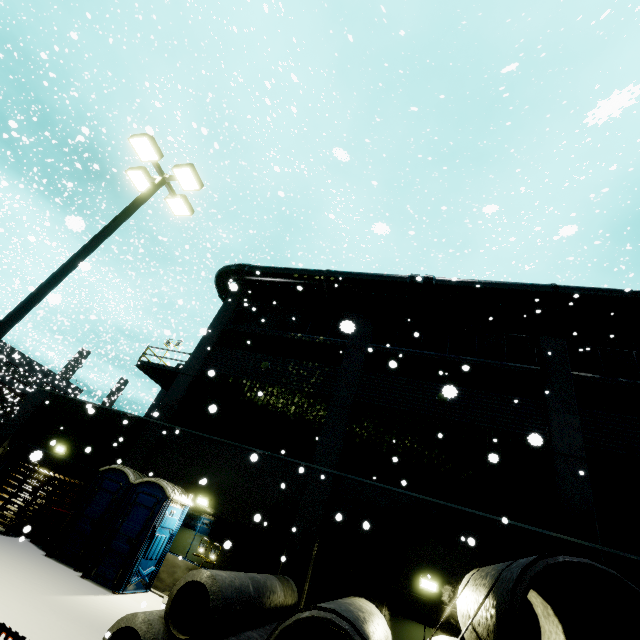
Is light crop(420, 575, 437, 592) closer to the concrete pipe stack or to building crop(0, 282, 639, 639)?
building crop(0, 282, 639, 639)

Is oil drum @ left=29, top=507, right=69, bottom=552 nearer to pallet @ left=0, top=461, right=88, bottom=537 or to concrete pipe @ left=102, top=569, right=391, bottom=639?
pallet @ left=0, top=461, right=88, bottom=537

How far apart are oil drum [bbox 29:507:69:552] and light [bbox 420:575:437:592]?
Result: 11.64m

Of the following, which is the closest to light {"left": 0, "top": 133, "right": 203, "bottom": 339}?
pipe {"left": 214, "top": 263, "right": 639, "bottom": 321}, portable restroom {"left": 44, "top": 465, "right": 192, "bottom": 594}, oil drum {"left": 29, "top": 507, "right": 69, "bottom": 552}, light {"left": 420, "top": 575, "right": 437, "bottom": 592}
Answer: pipe {"left": 214, "top": 263, "right": 639, "bottom": 321}

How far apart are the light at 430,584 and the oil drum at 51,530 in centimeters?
1164cm

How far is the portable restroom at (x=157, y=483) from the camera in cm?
964

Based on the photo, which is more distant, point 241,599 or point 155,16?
point 155,16

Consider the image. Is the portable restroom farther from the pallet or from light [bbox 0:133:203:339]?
light [bbox 0:133:203:339]
